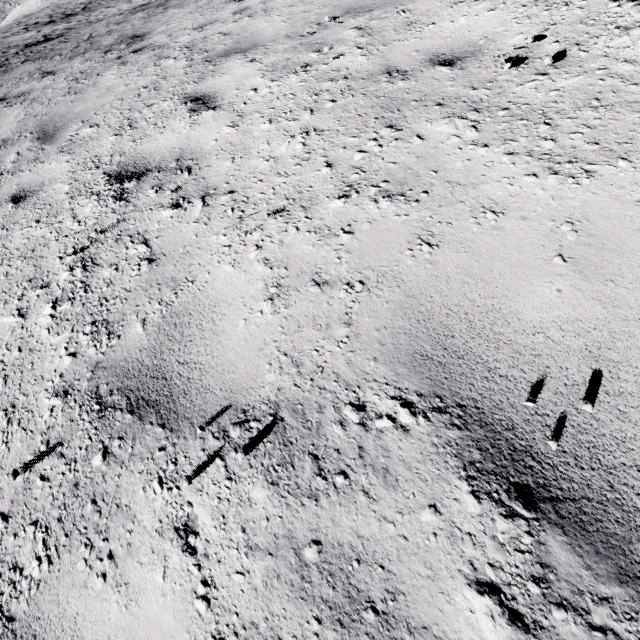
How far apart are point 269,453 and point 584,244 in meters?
1.7
